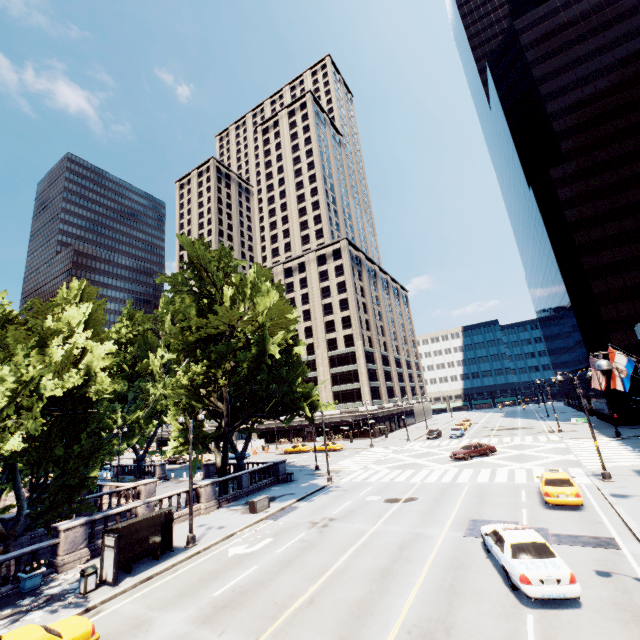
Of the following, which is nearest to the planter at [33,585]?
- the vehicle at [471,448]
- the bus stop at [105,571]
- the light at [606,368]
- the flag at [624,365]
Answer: the bus stop at [105,571]

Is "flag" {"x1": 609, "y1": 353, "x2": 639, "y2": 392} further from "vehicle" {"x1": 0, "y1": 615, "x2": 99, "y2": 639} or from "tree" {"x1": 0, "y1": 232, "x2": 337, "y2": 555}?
"vehicle" {"x1": 0, "y1": 615, "x2": 99, "y2": 639}

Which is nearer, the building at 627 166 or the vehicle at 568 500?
the vehicle at 568 500

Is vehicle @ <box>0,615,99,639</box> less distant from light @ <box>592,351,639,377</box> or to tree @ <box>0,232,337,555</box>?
tree @ <box>0,232,337,555</box>

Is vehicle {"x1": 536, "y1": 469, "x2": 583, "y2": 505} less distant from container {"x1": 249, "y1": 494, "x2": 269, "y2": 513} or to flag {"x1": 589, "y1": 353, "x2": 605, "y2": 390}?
flag {"x1": 589, "y1": 353, "x2": 605, "y2": 390}

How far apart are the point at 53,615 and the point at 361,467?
28.6 meters

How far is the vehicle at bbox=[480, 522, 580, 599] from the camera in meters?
10.2 m

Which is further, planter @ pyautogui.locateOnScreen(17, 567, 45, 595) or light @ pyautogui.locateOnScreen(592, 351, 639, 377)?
planter @ pyautogui.locateOnScreen(17, 567, 45, 595)
